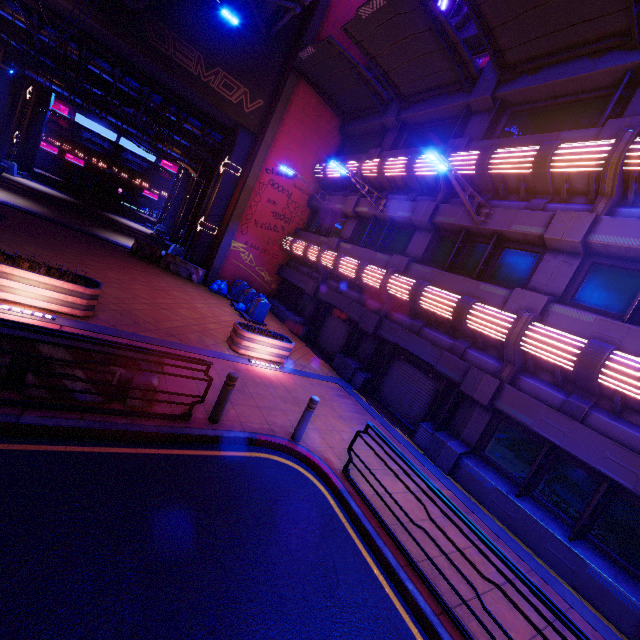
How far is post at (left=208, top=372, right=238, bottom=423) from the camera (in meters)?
6.24

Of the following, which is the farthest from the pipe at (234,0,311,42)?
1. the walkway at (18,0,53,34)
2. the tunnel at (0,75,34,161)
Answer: the tunnel at (0,75,34,161)

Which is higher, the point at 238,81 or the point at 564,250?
the point at 238,81

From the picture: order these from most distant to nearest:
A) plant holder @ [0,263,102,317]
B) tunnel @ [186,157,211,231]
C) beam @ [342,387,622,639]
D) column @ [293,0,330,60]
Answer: tunnel @ [186,157,211,231], column @ [293,0,330,60], plant holder @ [0,263,102,317], beam @ [342,387,622,639]

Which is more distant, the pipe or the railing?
the pipe

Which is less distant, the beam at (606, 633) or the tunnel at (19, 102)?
the beam at (606, 633)

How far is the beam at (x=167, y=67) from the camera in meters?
14.3 m

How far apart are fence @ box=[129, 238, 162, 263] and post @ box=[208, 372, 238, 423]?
14.9m
